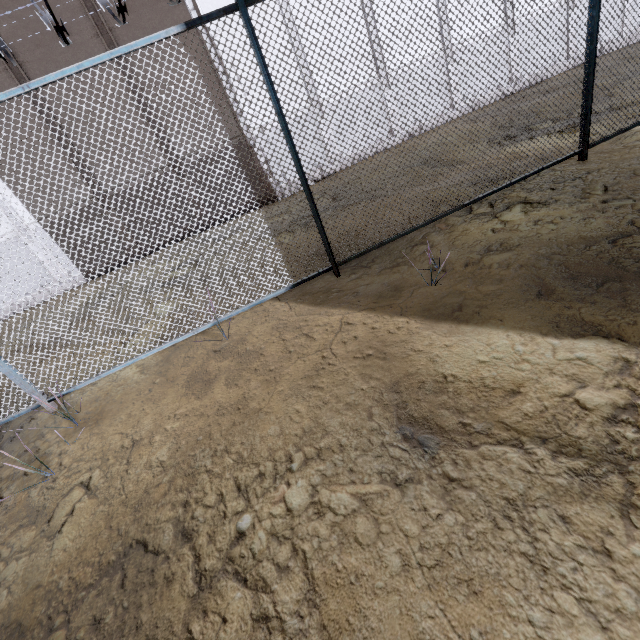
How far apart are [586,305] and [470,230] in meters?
2.3
